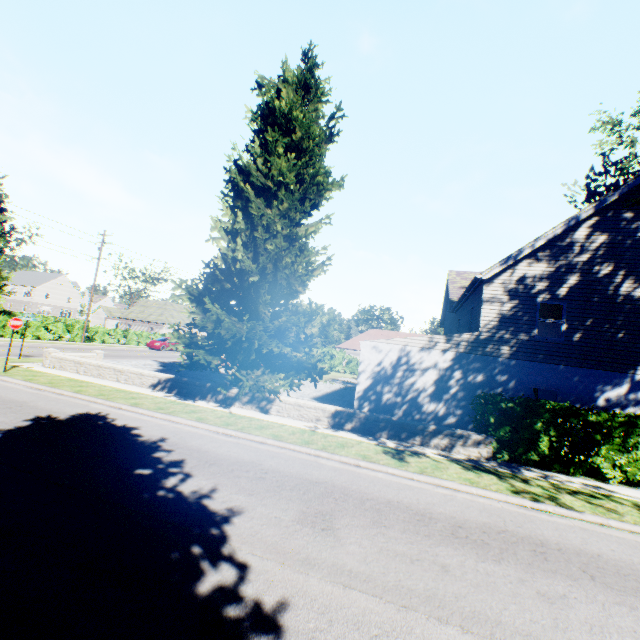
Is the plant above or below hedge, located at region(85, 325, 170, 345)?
above

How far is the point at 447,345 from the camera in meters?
14.1 m

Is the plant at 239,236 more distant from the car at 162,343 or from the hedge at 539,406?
the car at 162,343

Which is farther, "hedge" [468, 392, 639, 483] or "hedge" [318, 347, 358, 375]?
"hedge" [318, 347, 358, 375]

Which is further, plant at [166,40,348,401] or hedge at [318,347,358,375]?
hedge at [318,347,358,375]

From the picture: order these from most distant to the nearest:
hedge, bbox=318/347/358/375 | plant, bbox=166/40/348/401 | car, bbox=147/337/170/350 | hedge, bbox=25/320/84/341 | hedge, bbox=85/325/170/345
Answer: hedge, bbox=318/347/358/375 < car, bbox=147/337/170/350 < hedge, bbox=85/325/170/345 < hedge, bbox=25/320/84/341 < plant, bbox=166/40/348/401

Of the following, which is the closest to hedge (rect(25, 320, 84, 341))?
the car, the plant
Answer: the plant
